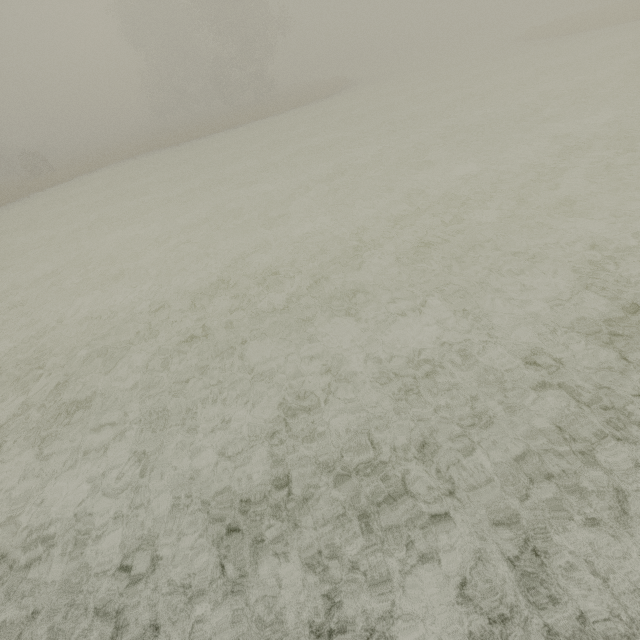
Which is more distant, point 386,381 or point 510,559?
point 386,381
